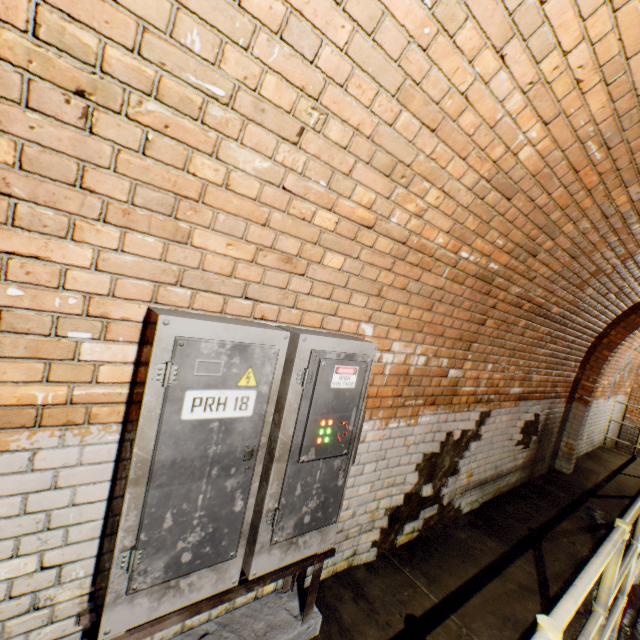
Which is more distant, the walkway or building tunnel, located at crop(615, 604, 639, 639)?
building tunnel, located at crop(615, 604, 639, 639)

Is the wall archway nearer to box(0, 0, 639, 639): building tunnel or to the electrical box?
box(0, 0, 639, 639): building tunnel

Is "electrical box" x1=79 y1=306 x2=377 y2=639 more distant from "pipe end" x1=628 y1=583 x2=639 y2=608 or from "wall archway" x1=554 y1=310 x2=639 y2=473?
"wall archway" x1=554 y1=310 x2=639 y2=473

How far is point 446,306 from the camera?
2.6m

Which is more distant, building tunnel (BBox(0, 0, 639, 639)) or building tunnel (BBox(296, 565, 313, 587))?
building tunnel (BBox(296, 565, 313, 587))

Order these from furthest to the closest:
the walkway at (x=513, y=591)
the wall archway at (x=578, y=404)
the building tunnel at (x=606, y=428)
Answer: the building tunnel at (x=606, y=428), the wall archway at (x=578, y=404), the walkway at (x=513, y=591)

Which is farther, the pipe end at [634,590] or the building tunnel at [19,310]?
the pipe end at [634,590]

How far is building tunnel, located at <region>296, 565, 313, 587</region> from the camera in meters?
2.3 m
